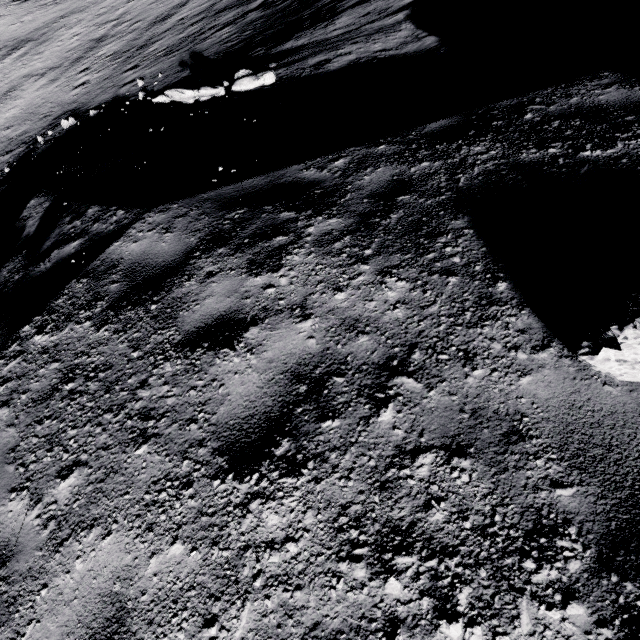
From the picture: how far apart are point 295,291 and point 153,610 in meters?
2.3

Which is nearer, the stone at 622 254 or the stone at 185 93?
the stone at 622 254

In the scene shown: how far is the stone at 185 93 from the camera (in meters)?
7.39

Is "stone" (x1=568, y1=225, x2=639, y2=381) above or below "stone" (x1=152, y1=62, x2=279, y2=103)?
above

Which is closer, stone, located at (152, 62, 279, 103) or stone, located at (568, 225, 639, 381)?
stone, located at (568, 225, 639, 381)

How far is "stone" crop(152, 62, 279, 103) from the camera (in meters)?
7.39
